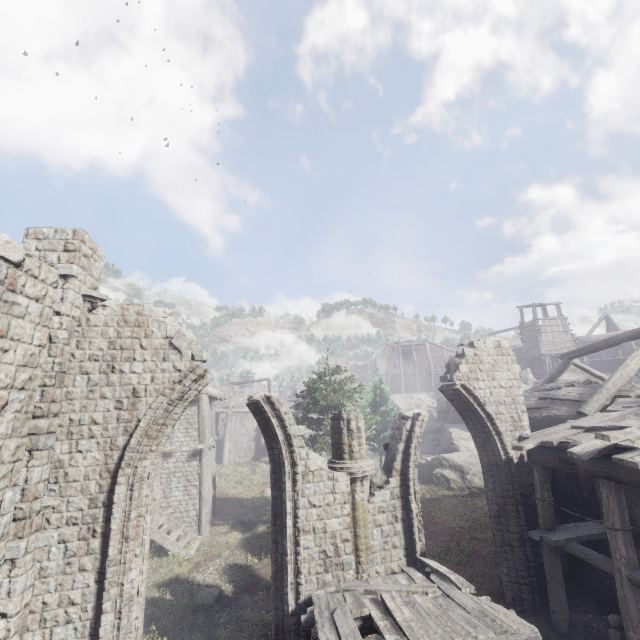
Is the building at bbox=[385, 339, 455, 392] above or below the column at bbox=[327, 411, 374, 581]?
above

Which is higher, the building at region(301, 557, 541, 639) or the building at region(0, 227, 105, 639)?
the building at region(0, 227, 105, 639)

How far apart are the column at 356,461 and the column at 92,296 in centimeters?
507cm

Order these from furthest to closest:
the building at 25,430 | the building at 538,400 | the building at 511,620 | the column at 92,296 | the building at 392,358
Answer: the building at 392,358
the column at 92,296
the building at 538,400
the building at 25,430
the building at 511,620

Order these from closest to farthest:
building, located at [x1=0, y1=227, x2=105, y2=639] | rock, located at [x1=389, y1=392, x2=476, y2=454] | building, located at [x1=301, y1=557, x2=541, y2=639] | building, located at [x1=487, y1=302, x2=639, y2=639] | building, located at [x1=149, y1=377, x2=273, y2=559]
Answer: building, located at [x1=301, y1=557, x2=541, y2=639] → building, located at [x1=0, y1=227, x2=105, y2=639] → building, located at [x1=487, y1=302, x2=639, y2=639] → building, located at [x1=149, y1=377, x2=273, y2=559] → rock, located at [x1=389, y1=392, x2=476, y2=454]

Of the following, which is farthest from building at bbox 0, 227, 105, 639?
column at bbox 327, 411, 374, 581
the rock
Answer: column at bbox 327, 411, 374, 581

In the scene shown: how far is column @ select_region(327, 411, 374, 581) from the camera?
8.52m

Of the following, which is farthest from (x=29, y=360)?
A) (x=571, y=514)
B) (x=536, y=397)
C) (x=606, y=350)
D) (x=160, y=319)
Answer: (x=606, y=350)
